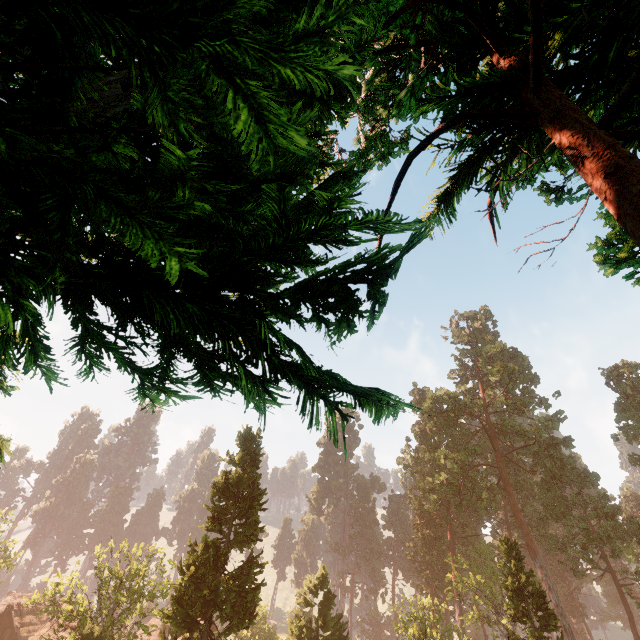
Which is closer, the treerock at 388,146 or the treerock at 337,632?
the treerock at 388,146

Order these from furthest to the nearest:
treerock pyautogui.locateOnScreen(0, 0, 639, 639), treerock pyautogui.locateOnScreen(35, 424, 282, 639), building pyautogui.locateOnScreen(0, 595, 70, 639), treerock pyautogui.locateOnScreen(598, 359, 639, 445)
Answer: → treerock pyautogui.locateOnScreen(598, 359, 639, 445) < building pyautogui.locateOnScreen(0, 595, 70, 639) < treerock pyautogui.locateOnScreen(35, 424, 282, 639) < treerock pyautogui.locateOnScreen(0, 0, 639, 639)

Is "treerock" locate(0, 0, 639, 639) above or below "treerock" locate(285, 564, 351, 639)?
above

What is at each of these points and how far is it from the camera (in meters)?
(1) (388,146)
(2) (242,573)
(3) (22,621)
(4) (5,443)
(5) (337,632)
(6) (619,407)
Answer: (1) treerock, 6.89
(2) treerock, 23.64
(3) building, 37.91
(4) treerock, 4.25
(5) treerock, 29.66
(6) treerock, 43.81

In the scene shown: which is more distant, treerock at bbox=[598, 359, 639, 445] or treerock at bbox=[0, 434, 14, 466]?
treerock at bbox=[598, 359, 639, 445]
